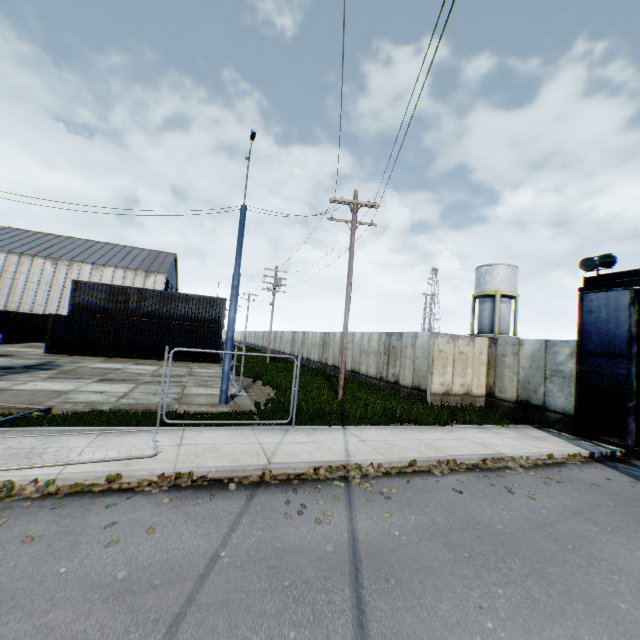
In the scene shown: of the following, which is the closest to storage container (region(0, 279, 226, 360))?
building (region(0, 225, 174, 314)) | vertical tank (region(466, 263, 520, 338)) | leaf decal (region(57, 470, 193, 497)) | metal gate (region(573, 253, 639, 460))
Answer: building (region(0, 225, 174, 314))

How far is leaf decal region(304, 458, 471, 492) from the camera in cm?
688

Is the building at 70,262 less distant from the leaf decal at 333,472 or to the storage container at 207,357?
the storage container at 207,357

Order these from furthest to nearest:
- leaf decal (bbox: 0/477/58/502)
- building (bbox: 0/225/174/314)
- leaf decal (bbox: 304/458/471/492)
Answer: building (bbox: 0/225/174/314) < leaf decal (bbox: 304/458/471/492) < leaf decal (bbox: 0/477/58/502)

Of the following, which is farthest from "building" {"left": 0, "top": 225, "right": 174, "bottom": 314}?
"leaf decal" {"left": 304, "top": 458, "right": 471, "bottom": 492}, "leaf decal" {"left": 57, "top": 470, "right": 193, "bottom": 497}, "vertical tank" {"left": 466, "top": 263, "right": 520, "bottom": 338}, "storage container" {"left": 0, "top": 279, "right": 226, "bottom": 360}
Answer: "leaf decal" {"left": 304, "top": 458, "right": 471, "bottom": 492}

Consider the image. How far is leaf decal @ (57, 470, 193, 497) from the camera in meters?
5.5 m

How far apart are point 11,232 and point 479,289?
70.6 meters

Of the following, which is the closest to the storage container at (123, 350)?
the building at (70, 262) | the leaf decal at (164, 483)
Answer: the building at (70, 262)
